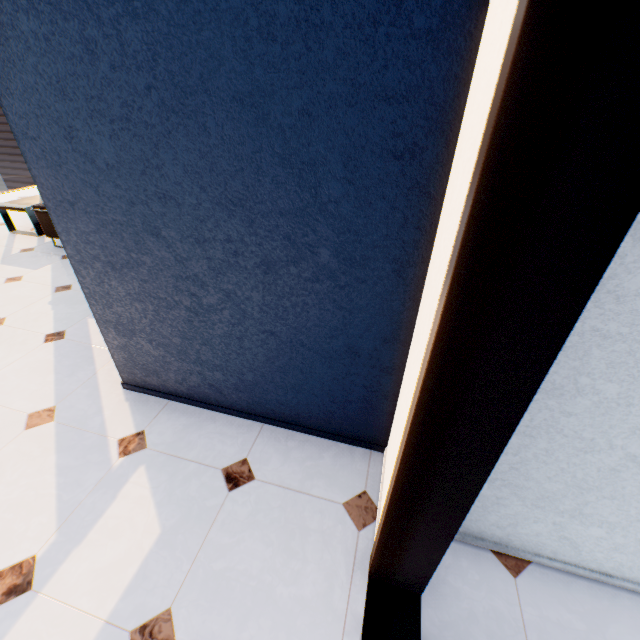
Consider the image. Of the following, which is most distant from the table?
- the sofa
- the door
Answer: the door

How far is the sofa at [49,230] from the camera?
4.4m

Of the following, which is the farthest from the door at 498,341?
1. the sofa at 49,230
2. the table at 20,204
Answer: the table at 20,204

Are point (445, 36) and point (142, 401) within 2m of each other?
no

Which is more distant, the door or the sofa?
the sofa

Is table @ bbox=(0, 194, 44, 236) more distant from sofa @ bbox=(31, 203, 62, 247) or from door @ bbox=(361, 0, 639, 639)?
door @ bbox=(361, 0, 639, 639)
